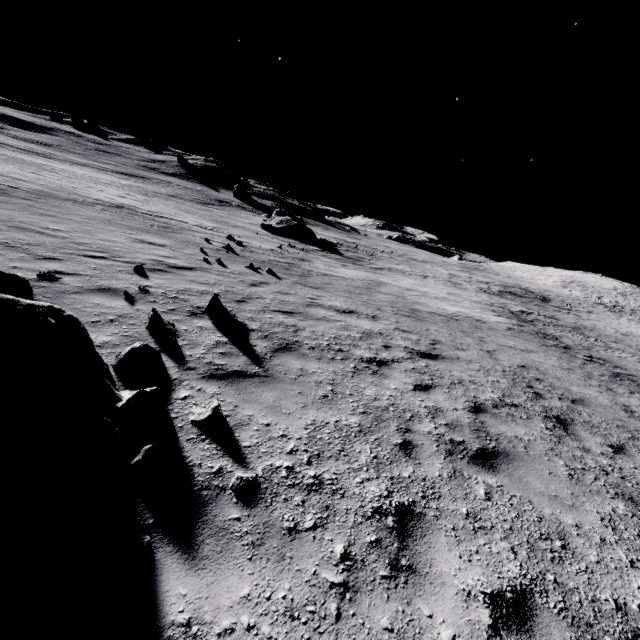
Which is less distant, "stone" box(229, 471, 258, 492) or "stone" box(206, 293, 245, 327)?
"stone" box(229, 471, 258, 492)

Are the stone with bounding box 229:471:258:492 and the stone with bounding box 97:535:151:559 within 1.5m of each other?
yes

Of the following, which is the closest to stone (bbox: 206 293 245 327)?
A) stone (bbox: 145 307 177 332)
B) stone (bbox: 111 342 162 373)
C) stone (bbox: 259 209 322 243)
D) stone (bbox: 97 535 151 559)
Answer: stone (bbox: 145 307 177 332)

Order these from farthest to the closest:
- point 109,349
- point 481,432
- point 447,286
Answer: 1. point 447,286
2. point 481,432
3. point 109,349

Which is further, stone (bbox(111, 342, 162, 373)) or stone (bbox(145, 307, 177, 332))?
stone (bbox(145, 307, 177, 332))

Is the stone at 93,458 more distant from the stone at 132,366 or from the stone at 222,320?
the stone at 222,320

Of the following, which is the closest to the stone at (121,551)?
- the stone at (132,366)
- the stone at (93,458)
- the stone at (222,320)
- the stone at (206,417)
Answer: the stone at (93,458)

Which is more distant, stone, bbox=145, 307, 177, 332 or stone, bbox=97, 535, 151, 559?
stone, bbox=145, 307, 177, 332
